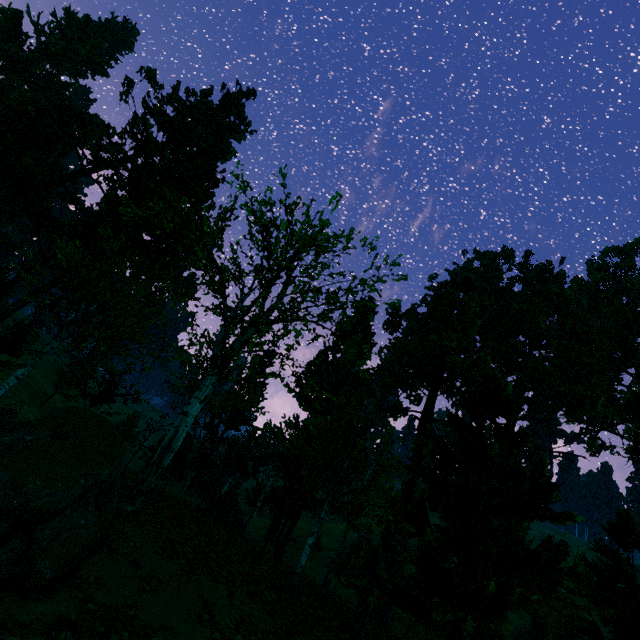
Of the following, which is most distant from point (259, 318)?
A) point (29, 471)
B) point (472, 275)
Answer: point (472, 275)
